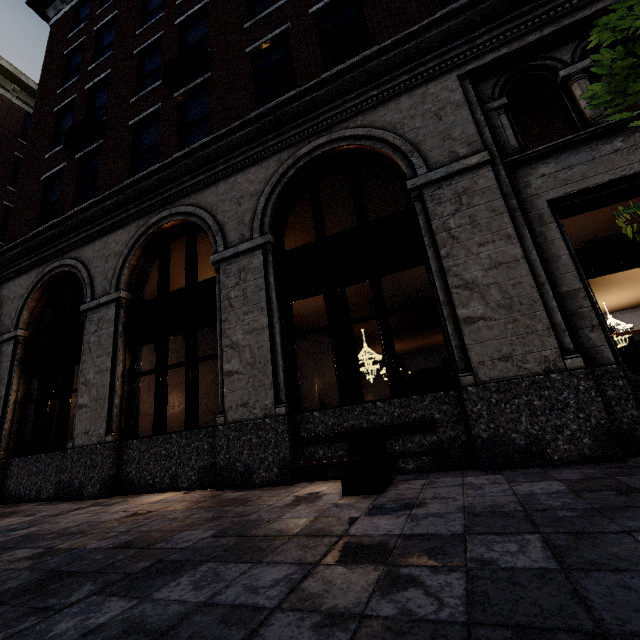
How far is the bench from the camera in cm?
351

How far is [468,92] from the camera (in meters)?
5.28

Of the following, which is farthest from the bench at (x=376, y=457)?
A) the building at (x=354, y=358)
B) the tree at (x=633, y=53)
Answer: the tree at (x=633, y=53)

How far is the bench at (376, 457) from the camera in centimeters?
351cm

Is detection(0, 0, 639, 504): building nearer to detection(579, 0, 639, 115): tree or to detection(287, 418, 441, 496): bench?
detection(287, 418, 441, 496): bench

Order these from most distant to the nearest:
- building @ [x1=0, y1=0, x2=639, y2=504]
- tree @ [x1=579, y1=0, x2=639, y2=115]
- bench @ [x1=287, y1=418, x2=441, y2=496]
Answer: building @ [x1=0, y1=0, x2=639, y2=504] < bench @ [x1=287, y1=418, x2=441, y2=496] < tree @ [x1=579, y1=0, x2=639, y2=115]

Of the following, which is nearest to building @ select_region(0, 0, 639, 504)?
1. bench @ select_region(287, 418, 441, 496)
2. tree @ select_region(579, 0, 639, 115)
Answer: bench @ select_region(287, 418, 441, 496)
